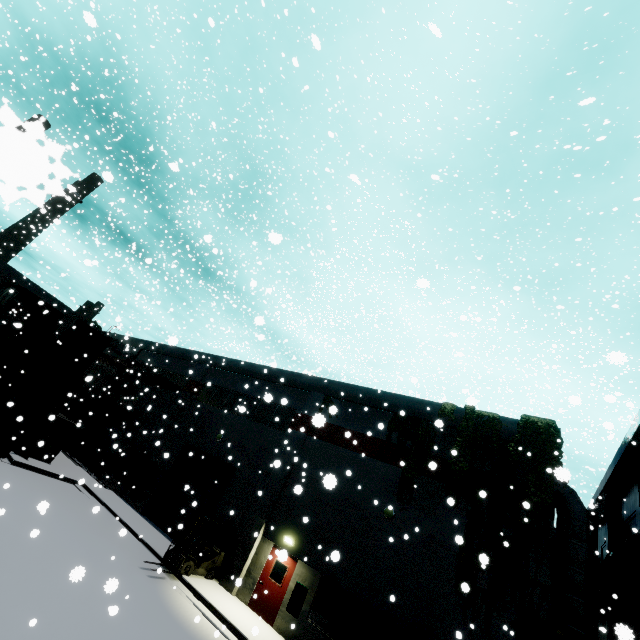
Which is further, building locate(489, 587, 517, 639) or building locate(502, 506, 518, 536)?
building locate(502, 506, 518, 536)

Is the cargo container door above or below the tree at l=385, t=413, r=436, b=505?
below

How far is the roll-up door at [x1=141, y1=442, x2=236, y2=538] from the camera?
17.9 meters

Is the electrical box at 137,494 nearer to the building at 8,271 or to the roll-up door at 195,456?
the building at 8,271

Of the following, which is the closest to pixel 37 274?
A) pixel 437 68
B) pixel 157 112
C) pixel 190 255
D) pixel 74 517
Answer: pixel 74 517

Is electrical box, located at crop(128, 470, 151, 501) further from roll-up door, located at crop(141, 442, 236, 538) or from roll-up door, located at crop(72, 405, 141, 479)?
roll-up door, located at crop(72, 405, 141, 479)

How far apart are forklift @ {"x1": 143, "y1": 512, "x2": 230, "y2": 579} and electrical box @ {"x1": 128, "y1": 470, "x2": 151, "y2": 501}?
7.42m

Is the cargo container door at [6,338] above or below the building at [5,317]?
below
